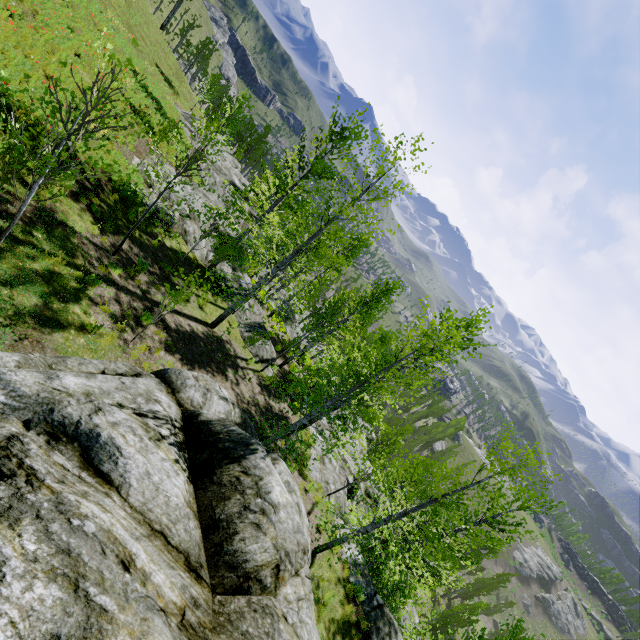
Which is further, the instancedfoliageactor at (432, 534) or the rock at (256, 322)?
the rock at (256, 322)

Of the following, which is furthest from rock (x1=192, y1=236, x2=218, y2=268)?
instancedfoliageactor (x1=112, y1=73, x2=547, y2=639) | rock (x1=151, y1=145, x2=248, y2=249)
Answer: instancedfoliageactor (x1=112, y1=73, x2=547, y2=639)

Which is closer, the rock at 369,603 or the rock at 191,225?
the rock at 369,603

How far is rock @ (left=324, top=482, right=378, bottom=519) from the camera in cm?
1551

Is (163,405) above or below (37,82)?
above

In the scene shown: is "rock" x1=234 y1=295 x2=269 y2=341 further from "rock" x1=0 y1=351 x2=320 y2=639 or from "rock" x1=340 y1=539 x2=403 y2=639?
"rock" x1=0 y1=351 x2=320 y2=639

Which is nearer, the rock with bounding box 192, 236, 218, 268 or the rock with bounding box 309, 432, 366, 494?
the rock with bounding box 309, 432, 366, 494
